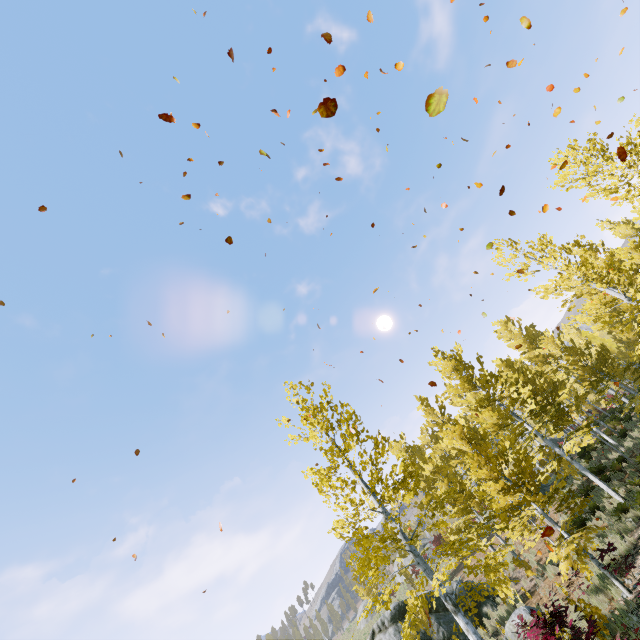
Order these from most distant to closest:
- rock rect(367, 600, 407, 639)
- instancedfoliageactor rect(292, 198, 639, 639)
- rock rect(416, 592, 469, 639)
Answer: rock rect(367, 600, 407, 639) < rock rect(416, 592, 469, 639) < instancedfoliageactor rect(292, 198, 639, 639)

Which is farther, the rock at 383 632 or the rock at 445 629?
the rock at 383 632

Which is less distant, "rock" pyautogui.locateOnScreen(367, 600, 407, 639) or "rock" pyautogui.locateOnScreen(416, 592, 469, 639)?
"rock" pyautogui.locateOnScreen(416, 592, 469, 639)

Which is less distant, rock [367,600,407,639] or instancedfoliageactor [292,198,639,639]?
instancedfoliageactor [292,198,639,639]

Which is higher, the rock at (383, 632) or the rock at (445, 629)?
the rock at (383, 632)

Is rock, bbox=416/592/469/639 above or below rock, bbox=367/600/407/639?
below

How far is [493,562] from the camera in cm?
1480
